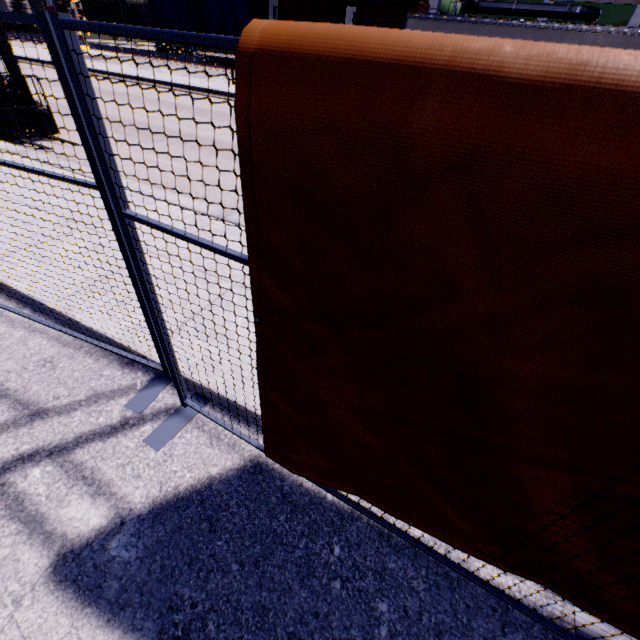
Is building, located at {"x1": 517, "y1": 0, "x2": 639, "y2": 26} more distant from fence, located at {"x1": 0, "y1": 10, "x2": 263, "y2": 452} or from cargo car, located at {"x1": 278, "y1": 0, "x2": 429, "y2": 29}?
fence, located at {"x1": 0, "y1": 10, "x2": 263, "y2": 452}

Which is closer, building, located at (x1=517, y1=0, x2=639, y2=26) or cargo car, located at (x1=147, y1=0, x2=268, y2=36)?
cargo car, located at (x1=147, y1=0, x2=268, y2=36)

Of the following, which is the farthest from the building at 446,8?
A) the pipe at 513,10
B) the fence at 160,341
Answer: the fence at 160,341

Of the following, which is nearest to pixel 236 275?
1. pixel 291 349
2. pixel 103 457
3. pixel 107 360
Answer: pixel 107 360

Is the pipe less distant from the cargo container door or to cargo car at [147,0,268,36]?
cargo car at [147,0,268,36]

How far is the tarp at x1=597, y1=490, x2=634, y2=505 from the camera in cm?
103

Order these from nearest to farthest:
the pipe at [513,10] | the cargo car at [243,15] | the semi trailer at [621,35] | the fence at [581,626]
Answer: the fence at [581,626] < the semi trailer at [621,35] < the cargo car at [243,15] < the pipe at [513,10]

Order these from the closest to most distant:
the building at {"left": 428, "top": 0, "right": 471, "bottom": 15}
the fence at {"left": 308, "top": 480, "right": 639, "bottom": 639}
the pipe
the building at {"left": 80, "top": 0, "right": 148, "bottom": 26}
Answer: the fence at {"left": 308, "top": 480, "right": 639, "bottom": 639}
the building at {"left": 428, "top": 0, "right": 471, "bottom": 15}
the pipe
the building at {"left": 80, "top": 0, "right": 148, "bottom": 26}
